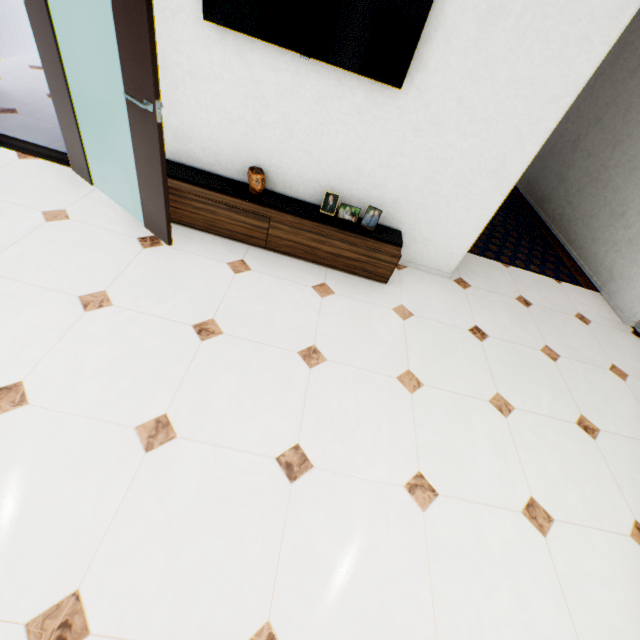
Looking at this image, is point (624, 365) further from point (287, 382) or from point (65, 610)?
point (65, 610)

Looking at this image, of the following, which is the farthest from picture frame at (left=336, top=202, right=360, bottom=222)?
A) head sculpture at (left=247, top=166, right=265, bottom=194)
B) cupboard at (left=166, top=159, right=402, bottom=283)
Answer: head sculpture at (left=247, top=166, right=265, bottom=194)

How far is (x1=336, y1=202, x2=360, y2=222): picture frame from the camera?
2.94m

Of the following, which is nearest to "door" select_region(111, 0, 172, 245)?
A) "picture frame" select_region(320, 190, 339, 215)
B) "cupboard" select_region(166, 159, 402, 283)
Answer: "cupboard" select_region(166, 159, 402, 283)

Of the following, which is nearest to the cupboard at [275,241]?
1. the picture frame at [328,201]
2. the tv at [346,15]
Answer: the picture frame at [328,201]

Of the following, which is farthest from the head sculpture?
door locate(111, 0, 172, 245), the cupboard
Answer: door locate(111, 0, 172, 245)

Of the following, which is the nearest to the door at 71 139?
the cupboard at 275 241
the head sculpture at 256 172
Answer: the cupboard at 275 241

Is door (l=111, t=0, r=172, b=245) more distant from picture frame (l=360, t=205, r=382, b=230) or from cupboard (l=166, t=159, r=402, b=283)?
picture frame (l=360, t=205, r=382, b=230)
